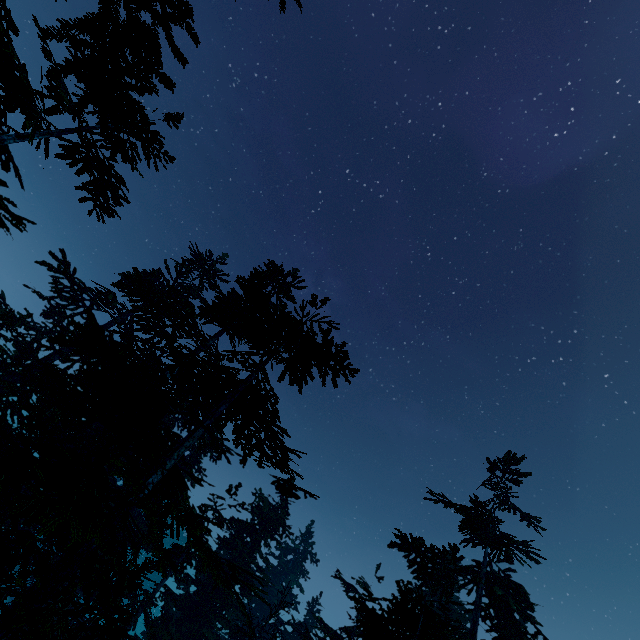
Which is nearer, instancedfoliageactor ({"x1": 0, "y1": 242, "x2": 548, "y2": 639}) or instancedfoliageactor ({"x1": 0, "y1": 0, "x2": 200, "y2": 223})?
instancedfoliageactor ({"x1": 0, "y1": 0, "x2": 200, "y2": 223})

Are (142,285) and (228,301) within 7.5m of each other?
yes

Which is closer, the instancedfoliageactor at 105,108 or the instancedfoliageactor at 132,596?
the instancedfoliageactor at 105,108
